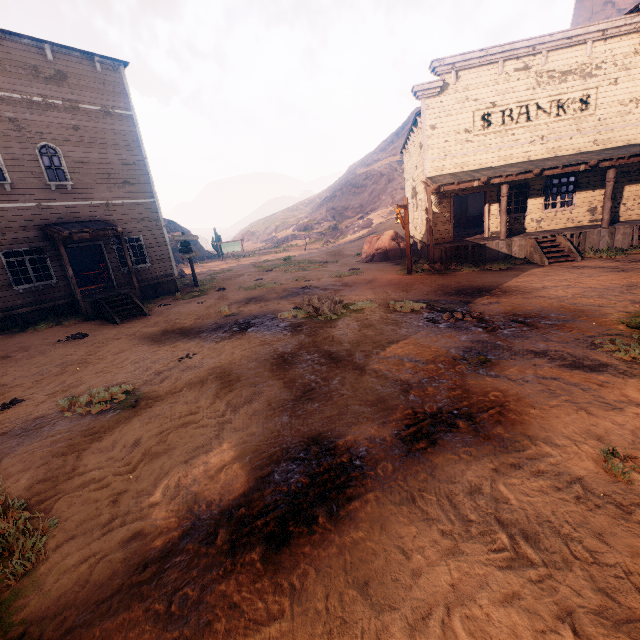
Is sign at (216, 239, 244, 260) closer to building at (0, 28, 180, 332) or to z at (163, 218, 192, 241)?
z at (163, 218, 192, 241)

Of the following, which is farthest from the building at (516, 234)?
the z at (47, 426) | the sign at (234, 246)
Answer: the sign at (234, 246)

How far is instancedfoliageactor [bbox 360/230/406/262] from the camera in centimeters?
1988cm

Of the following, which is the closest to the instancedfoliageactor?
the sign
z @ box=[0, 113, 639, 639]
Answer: z @ box=[0, 113, 639, 639]

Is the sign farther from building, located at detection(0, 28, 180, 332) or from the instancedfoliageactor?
the instancedfoliageactor

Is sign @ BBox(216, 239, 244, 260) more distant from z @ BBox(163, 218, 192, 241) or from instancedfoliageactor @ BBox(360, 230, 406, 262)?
instancedfoliageactor @ BBox(360, 230, 406, 262)

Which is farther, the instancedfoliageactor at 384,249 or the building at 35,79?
the instancedfoliageactor at 384,249

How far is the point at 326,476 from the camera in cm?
367
